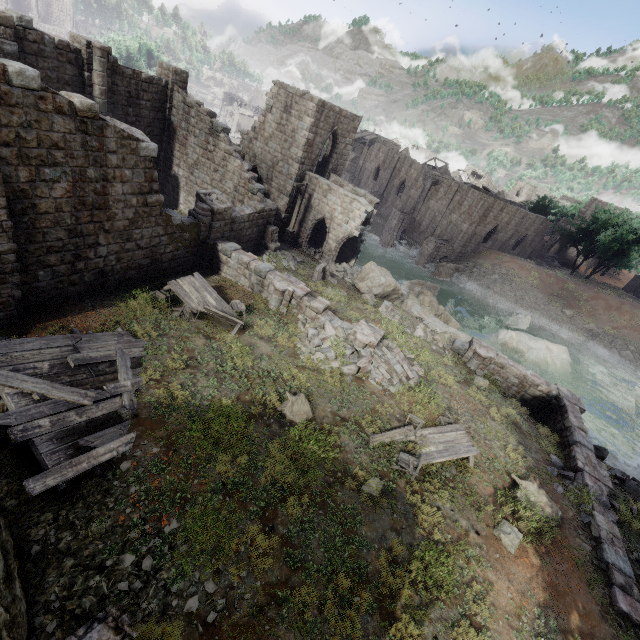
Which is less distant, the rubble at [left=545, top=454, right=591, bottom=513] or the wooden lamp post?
the rubble at [left=545, top=454, right=591, bottom=513]

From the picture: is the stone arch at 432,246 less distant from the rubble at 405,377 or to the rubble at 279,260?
the rubble at 279,260

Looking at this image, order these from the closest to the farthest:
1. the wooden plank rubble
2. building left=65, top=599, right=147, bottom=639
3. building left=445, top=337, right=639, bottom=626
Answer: building left=65, top=599, right=147, bottom=639 < the wooden plank rubble < building left=445, top=337, right=639, bottom=626

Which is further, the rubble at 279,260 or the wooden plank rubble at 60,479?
the rubble at 279,260

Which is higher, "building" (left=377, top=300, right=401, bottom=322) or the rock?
"building" (left=377, top=300, right=401, bottom=322)

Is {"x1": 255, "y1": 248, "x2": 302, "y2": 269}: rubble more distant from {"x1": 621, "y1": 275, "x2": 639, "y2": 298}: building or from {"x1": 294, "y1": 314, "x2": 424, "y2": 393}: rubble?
{"x1": 294, "y1": 314, "x2": 424, "y2": 393}: rubble

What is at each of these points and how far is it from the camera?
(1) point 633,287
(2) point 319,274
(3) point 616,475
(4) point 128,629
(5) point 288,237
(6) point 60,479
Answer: (1) building, 45.2 meters
(2) building, 20.1 meters
(3) rubble, 13.4 meters
(4) building, 5.4 meters
(5) wooden lamp post, 24.9 meters
(6) wooden plank rubble, 6.7 meters

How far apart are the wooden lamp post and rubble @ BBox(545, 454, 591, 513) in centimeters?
2027cm
